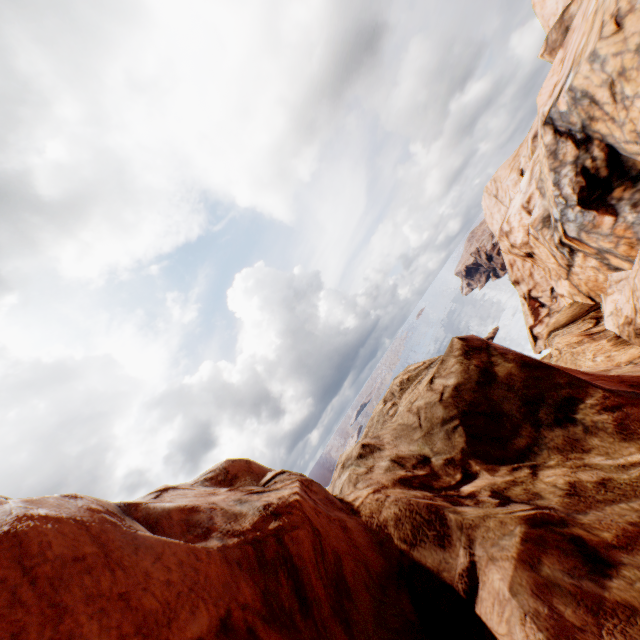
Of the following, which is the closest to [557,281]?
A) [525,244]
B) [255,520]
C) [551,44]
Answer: [525,244]
